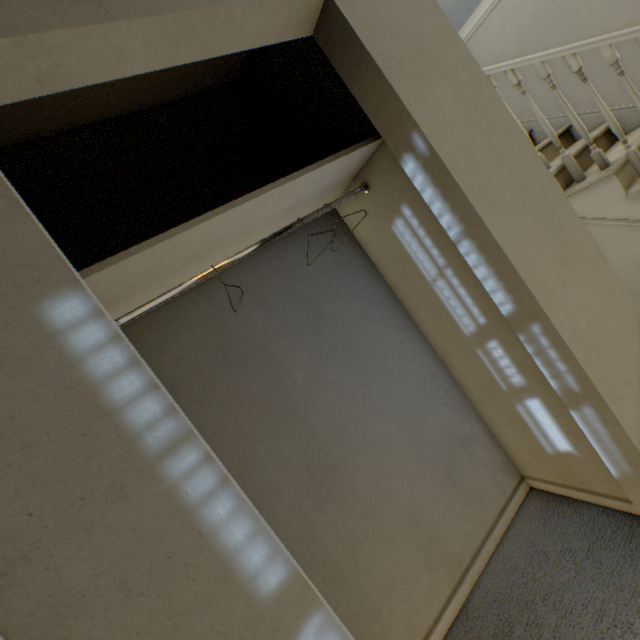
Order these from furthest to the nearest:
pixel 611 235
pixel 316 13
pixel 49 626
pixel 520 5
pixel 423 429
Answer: pixel 520 5 < pixel 611 235 < pixel 423 429 < pixel 316 13 < pixel 49 626
